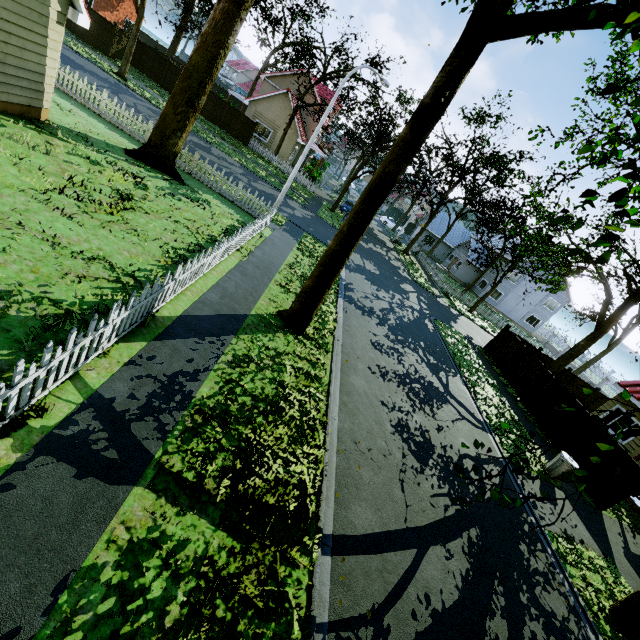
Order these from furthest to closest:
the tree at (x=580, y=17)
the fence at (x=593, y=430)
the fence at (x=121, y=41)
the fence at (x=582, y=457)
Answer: Answer: the fence at (x=121, y=41) < the fence at (x=593, y=430) < the fence at (x=582, y=457) < the tree at (x=580, y=17)

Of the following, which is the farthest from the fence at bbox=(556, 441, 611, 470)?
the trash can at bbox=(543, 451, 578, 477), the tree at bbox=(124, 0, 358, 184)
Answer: the trash can at bbox=(543, 451, 578, 477)

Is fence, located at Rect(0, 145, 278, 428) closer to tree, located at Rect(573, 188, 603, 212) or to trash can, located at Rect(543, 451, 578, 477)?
tree, located at Rect(573, 188, 603, 212)

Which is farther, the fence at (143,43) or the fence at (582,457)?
the fence at (143,43)

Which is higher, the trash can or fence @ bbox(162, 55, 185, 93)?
fence @ bbox(162, 55, 185, 93)

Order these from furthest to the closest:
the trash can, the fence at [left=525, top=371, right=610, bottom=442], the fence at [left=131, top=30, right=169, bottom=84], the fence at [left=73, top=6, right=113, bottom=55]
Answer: the fence at [left=131, top=30, right=169, bottom=84] → the fence at [left=73, top=6, right=113, bottom=55] → the fence at [left=525, top=371, right=610, bottom=442] → the trash can

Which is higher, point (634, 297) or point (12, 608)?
point (634, 297)
